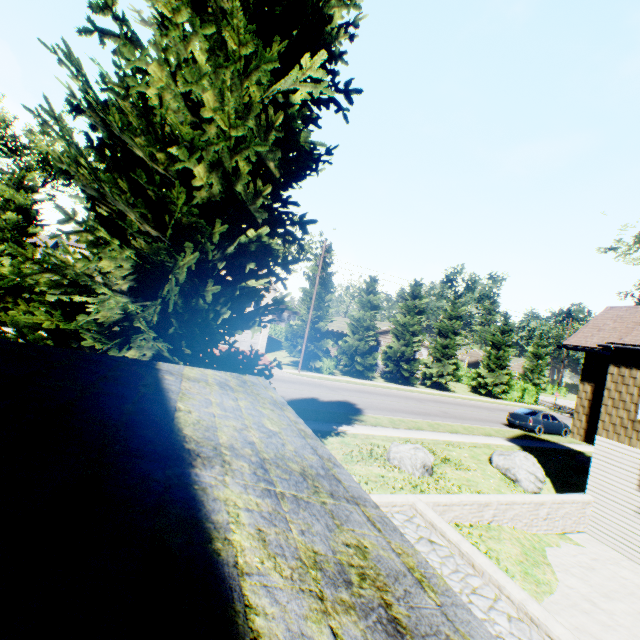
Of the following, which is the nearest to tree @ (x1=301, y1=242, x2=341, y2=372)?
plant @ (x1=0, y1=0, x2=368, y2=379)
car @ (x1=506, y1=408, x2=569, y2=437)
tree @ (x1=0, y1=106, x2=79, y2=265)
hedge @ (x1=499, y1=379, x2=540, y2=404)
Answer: tree @ (x1=0, y1=106, x2=79, y2=265)

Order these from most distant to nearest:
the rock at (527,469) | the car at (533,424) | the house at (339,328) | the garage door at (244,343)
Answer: the house at (339,328) < the garage door at (244,343) < the car at (533,424) < the rock at (527,469)

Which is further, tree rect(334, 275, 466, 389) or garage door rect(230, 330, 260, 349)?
garage door rect(230, 330, 260, 349)

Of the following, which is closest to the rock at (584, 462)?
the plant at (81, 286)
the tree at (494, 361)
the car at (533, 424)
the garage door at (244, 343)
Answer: the car at (533, 424)

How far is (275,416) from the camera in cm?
432

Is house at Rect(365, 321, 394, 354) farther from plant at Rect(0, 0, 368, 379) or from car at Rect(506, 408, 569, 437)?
plant at Rect(0, 0, 368, 379)

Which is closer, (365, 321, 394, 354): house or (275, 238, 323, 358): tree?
(275, 238, 323, 358): tree

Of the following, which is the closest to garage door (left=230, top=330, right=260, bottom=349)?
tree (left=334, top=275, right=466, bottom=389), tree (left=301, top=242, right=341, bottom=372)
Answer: tree (left=301, top=242, right=341, bottom=372)
